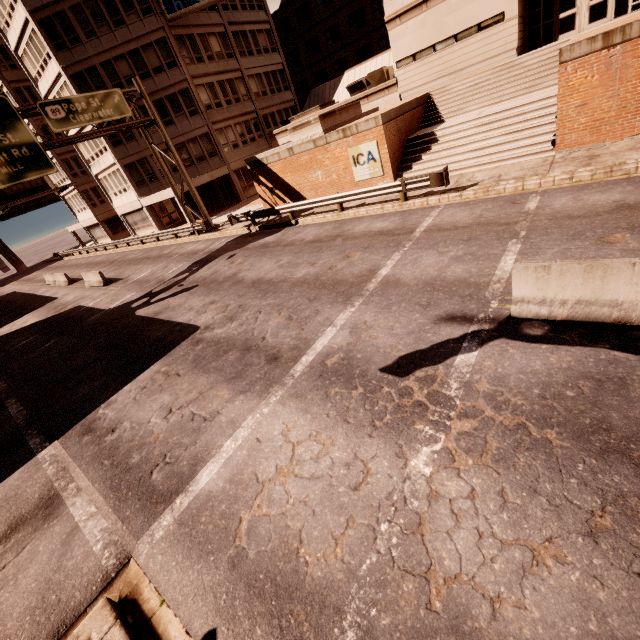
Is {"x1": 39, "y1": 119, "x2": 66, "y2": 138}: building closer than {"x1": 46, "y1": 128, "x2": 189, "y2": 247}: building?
No

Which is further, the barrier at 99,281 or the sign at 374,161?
the barrier at 99,281

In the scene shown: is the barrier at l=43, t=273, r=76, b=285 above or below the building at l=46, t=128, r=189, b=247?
below

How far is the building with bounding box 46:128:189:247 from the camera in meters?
31.0

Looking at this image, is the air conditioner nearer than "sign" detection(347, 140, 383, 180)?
No

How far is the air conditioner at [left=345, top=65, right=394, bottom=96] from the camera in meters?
25.1 m

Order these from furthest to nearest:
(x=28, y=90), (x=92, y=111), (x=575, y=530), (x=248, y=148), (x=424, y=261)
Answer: (x=28, y=90), (x=248, y=148), (x=92, y=111), (x=424, y=261), (x=575, y=530)

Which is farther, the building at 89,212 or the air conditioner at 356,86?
the building at 89,212
